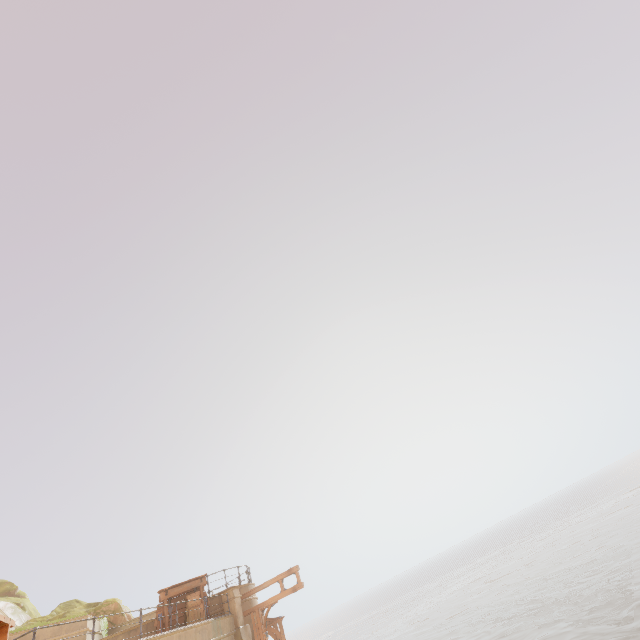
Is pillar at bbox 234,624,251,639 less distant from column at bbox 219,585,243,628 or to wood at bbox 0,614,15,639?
column at bbox 219,585,243,628

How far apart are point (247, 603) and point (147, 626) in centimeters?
511cm

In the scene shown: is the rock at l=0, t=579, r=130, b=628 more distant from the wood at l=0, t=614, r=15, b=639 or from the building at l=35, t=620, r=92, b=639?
the wood at l=0, t=614, r=15, b=639

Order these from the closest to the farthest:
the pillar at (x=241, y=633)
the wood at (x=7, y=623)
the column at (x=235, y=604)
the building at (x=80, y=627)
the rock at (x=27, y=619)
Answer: the wood at (x=7, y=623) → the building at (x=80, y=627) → the pillar at (x=241, y=633) → the column at (x=235, y=604) → the rock at (x=27, y=619)

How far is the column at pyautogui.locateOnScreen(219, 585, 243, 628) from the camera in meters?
16.4

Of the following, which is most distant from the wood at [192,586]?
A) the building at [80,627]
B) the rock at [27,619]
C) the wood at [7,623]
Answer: the wood at [7,623]

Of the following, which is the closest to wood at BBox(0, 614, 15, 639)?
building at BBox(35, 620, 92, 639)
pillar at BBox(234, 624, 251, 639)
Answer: building at BBox(35, 620, 92, 639)

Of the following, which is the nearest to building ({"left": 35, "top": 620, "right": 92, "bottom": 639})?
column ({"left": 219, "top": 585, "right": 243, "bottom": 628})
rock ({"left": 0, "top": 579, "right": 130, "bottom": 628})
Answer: rock ({"left": 0, "top": 579, "right": 130, "bottom": 628})
